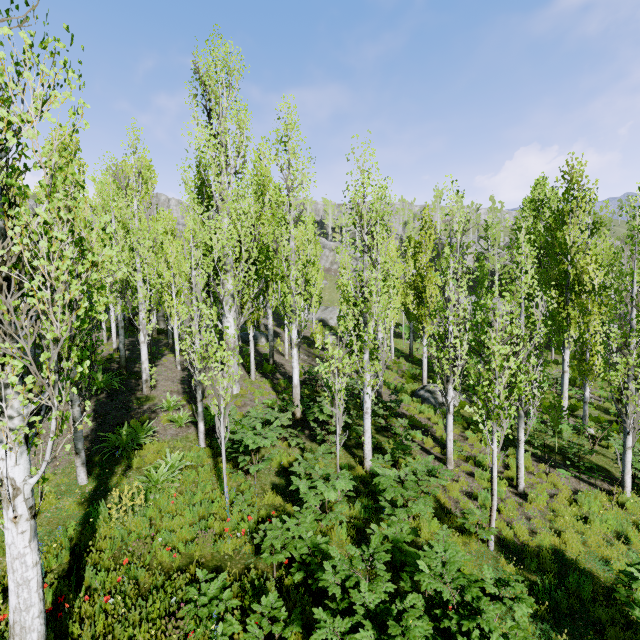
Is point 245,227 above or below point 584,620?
above

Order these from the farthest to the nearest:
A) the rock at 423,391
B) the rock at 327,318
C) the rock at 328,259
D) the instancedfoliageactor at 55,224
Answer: the rock at 328,259 → the rock at 327,318 → the rock at 423,391 → the instancedfoliageactor at 55,224

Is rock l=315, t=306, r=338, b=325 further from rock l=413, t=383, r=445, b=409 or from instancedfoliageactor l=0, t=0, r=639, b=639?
rock l=413, t=383, r=445, b=409

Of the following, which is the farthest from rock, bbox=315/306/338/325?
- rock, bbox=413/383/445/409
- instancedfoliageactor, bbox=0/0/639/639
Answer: rock, bbox=413/383/445/409

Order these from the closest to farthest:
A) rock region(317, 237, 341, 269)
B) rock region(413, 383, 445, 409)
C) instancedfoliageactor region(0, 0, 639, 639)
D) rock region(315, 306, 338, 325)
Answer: instancedfoliageactor region(0, 0, 639, 639)
rock region(413, 383, 445, 409)
rock region(315, 306, 338, 325)
rock region(317, 237, 341, 269)

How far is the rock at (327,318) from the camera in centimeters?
3709cm
